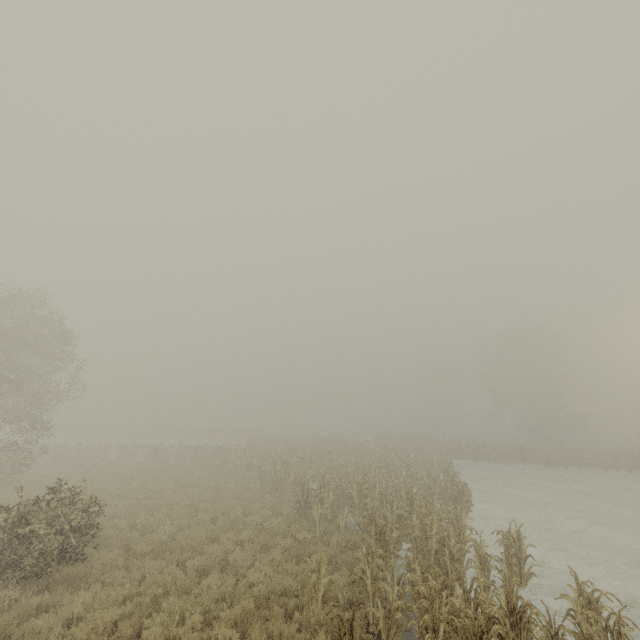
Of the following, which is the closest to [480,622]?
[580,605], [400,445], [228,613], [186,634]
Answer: [580,605]
